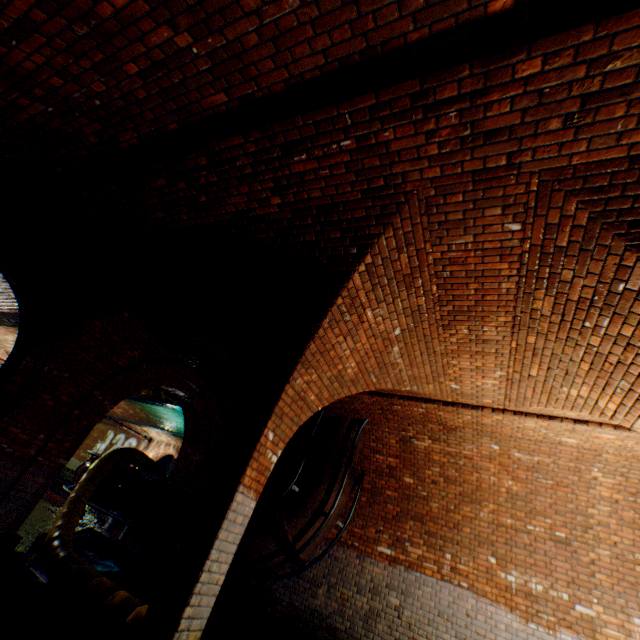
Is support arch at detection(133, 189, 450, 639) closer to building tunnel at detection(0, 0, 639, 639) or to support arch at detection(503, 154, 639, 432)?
building tunnel at detection(0, 0, 639, 639)

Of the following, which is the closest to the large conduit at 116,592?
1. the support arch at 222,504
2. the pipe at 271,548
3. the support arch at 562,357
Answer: the support arch at 222,504

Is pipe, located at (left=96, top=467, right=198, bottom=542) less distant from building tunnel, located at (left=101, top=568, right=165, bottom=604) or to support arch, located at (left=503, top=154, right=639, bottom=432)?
building tunnel, located at (left=101, top=568, right=165, bottom=604)

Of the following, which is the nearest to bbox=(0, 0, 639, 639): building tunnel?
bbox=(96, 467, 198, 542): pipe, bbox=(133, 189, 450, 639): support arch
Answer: bbox=(133, 189, 450, 639): support arch

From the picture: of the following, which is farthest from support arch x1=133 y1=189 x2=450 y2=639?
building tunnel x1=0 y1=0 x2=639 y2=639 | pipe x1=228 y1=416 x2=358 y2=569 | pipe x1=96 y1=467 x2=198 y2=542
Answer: pipe x1=96 y1=467 x2=198 y2=542

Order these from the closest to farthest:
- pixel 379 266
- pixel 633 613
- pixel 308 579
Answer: pixel 379 266, pixel 633 613, pixel 308 579

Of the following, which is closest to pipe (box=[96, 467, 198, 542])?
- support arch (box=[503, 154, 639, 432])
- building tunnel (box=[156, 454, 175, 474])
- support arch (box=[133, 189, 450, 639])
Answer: support arch (box=[133, 189, 450, 639])

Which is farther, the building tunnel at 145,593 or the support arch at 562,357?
the building tunnel at 145,593
